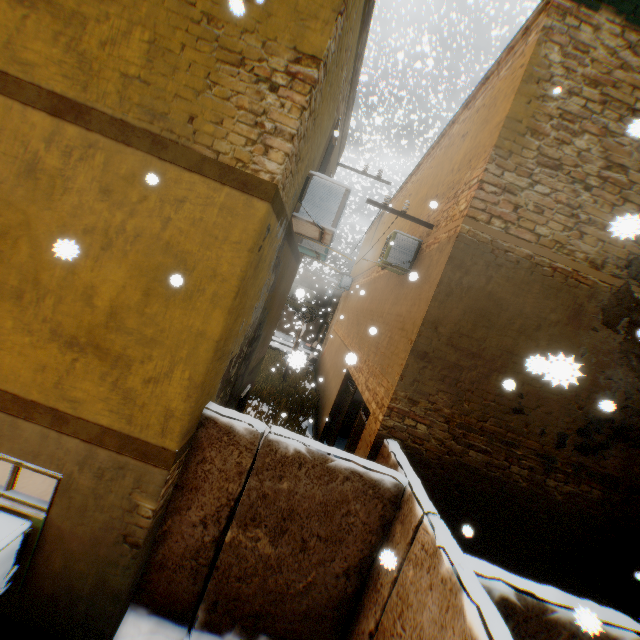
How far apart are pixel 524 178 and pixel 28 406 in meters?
7.9

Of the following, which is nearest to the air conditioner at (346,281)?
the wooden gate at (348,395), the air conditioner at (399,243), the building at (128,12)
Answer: the building at (128,12)

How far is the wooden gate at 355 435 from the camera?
7.7 meters

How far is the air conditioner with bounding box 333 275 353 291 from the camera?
20.4m

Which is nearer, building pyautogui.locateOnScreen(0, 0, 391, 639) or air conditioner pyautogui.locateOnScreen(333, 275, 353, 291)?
building pyautogui.locateOnScreen(0, 0, 391, 639)

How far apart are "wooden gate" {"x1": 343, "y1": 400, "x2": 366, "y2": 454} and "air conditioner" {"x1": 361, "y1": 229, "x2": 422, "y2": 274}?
3.2 meters

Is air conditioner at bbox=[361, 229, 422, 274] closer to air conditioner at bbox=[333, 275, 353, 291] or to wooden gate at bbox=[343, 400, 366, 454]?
wooden gate at bbox=[343, 400, 366, 454]
